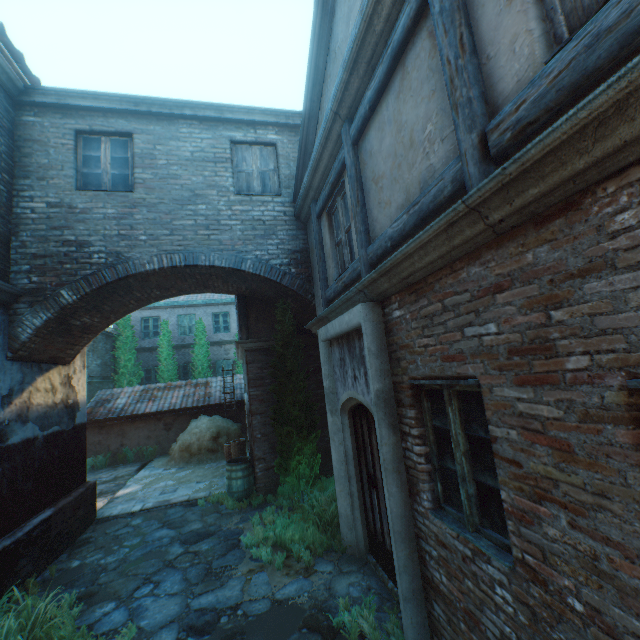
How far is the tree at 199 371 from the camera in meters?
18.3 m

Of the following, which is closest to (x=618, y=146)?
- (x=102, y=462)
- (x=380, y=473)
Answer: (x=380, y=473)

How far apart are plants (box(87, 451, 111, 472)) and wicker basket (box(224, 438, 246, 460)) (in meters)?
6.15

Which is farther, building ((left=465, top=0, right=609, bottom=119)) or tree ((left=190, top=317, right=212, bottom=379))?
tree ((left=190, top=317, right=212, bottom=379))

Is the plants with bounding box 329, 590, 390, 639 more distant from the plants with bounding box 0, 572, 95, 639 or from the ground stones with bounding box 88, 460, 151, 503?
the ground stones with bounding box 88, 460, 151, 503

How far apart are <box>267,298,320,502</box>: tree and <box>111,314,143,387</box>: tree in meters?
13.1

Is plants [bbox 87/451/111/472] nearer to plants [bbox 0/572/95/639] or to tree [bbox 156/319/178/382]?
tree [bbox 156/319/178/382]

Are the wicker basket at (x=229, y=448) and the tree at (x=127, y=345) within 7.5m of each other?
no
